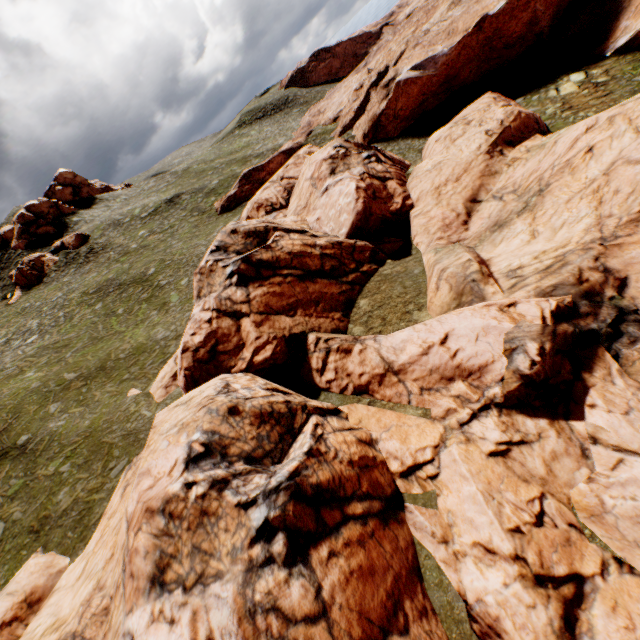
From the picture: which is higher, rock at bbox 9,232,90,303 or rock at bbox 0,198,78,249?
rock at bbox 0,198,78,249

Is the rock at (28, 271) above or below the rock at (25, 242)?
below

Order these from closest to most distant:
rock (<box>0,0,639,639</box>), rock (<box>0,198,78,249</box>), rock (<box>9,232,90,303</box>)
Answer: rock (<box>0,0,639,639</box>) < rock (<box>9,232,90,303</box>) < rock (<box>0,198,78,249</box>)

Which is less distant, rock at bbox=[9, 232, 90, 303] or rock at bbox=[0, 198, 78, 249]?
rock at bbox=[9, 232, 90, 303]

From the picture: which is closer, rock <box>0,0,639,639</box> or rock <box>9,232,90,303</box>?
rock <box>0,0,639,639</box>

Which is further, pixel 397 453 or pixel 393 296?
pixel 393 296

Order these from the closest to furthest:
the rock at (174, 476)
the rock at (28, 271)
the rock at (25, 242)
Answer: the rock at (174, 476)
the rock at (28, 271)
the rock at (25, 242)
